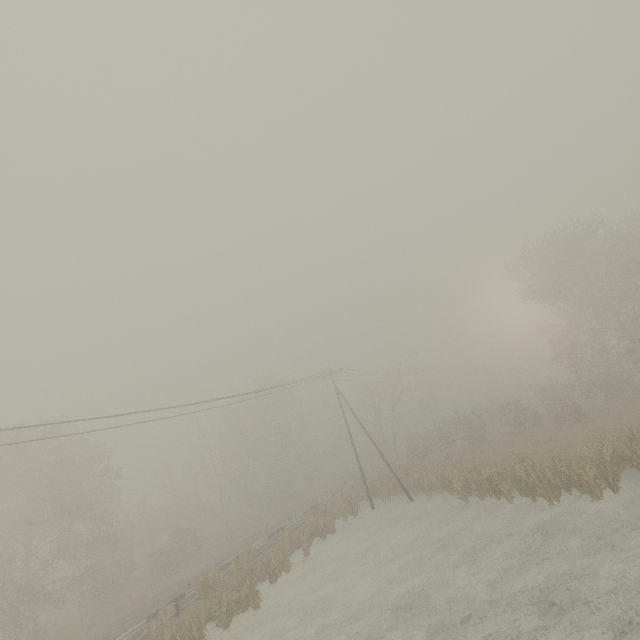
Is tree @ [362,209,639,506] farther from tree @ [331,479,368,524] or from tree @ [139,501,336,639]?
tree @ [139,501,336,639]

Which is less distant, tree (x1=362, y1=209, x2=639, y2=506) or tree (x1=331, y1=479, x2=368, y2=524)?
tree (x1=362, y1=209, x2=639, y2=506)

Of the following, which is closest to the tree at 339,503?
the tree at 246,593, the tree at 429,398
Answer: the tree at 429,398

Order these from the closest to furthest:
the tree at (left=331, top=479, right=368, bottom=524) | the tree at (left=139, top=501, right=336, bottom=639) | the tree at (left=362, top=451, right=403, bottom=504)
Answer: the tree at (left=139, top=501, right=336, bottom=639) → the tree at (left=331, top=479, right=368, bottom=524) → the tree at (left=362, top=451, right=403, bottom=504)

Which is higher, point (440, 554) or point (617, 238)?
point (617, 238)

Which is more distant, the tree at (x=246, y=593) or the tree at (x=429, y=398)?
the tree at (x=429, y=398)

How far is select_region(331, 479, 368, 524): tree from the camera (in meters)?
27.19
